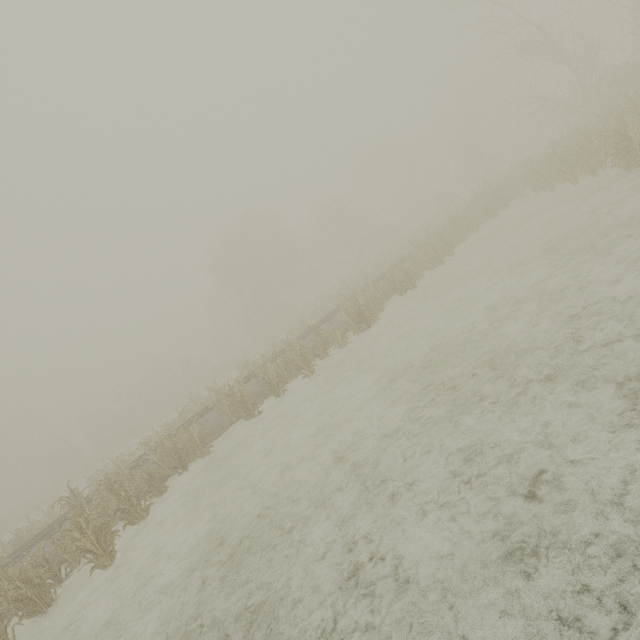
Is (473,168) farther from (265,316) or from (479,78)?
(265,316)
